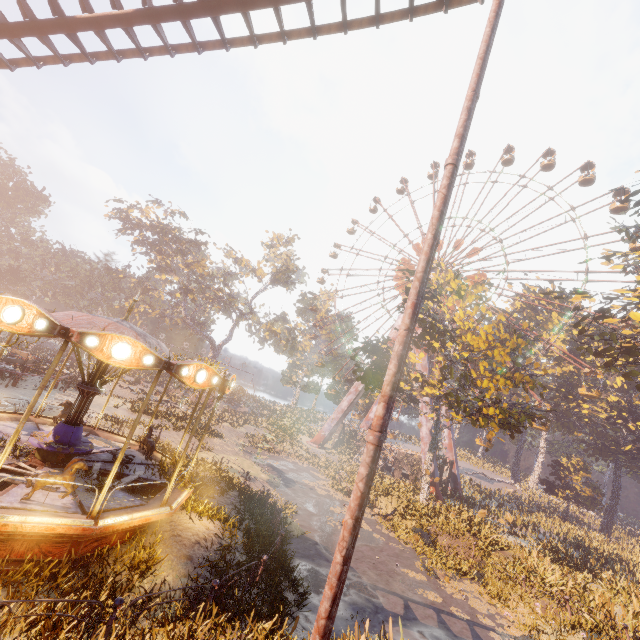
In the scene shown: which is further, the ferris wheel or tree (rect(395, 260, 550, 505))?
the ferris wheel

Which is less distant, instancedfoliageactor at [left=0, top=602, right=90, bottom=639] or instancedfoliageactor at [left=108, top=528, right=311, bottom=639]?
instancedfoliageactor at [left=0, top=602, right=90, bottom=639]

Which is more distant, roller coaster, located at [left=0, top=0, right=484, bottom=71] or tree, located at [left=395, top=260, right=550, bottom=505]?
tree, located at [left=395, top=260, right=550, bottom=505]

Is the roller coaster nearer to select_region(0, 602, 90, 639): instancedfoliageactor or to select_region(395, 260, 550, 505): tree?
select_region(0, 602, 90, 639): instancedfoliageactor

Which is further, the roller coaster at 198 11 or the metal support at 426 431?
the metal support at 426 431

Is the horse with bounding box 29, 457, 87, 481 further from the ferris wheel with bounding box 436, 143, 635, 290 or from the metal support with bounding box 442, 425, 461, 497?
the ferris wheel with bounding box 436, 143, 635, 290

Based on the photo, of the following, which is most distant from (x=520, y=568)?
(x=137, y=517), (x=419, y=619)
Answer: (x=137, y=517)

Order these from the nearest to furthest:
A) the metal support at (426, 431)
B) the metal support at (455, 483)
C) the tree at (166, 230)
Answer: the metal support at (426, 431)
the metal support at (455, 483)
the tree at (166, 230)
